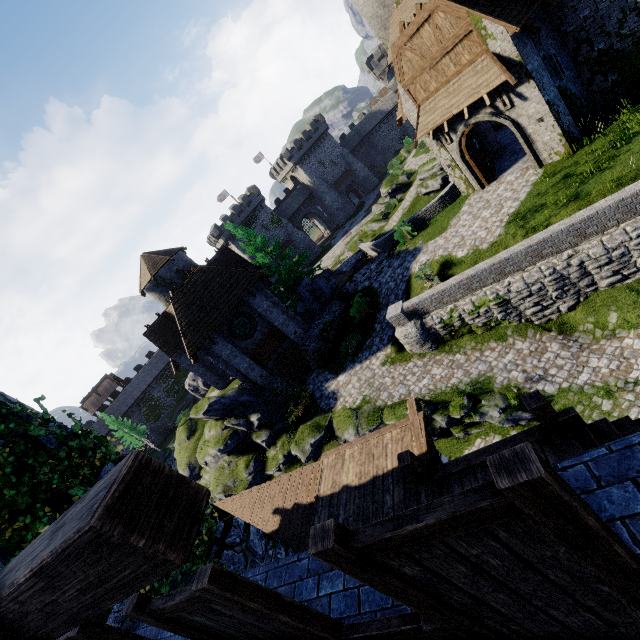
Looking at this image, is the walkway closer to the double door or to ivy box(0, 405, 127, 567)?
ivy box(0, 405, 127, 567)

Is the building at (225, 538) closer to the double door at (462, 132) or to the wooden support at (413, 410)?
the wooden support at (413, 410)

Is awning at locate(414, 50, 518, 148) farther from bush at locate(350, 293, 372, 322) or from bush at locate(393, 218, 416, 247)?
bush at locate(350, 293, 372, 322)

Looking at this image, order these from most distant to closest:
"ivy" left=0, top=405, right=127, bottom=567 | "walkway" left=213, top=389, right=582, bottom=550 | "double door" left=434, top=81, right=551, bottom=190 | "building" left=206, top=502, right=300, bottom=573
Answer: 1. "double door" left=434, top=81, right=551, bottom=190
2. "building" left=206, top=502, right=300, bottom=573
3. "walkway" left=213, top=389, right=582, bottom=550
4. "ivy" left=0, top=405, right=127, bottom=567

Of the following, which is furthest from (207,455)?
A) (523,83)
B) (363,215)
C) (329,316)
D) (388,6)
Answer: (388,6)

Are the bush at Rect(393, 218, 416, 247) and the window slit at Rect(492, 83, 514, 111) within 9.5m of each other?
yes

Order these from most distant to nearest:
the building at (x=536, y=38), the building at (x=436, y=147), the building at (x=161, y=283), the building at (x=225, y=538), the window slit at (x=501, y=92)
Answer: the building at (x=161, y=283) < the building at (x=436, y=147) < the window slit at (x=501, y=92) < the building at (x=536, y=38) < the building at (x=225, y=538)

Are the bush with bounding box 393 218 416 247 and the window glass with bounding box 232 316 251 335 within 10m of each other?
no
